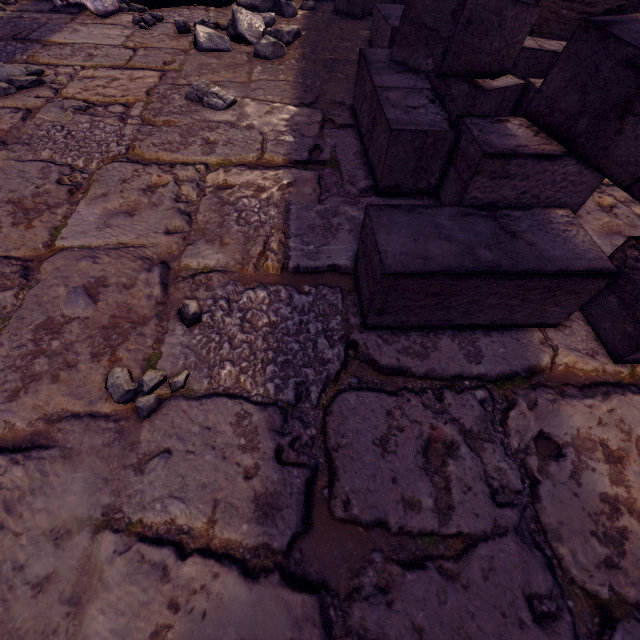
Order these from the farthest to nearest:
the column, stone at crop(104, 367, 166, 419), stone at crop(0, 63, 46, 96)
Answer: the column
stone at crop(0, 63, 46, 96)
stone at crop(104, 367, 166, 419)

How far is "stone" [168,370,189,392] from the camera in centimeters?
91cm

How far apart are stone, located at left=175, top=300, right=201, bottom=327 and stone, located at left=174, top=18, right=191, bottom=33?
3.2m

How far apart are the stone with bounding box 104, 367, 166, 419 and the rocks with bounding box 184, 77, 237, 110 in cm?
177

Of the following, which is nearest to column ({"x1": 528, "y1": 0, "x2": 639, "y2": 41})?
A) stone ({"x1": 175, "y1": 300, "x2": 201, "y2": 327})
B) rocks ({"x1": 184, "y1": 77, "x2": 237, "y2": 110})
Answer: rocks ({"x1": 184, "y1": 77, "x2": 237, "y2": 110})

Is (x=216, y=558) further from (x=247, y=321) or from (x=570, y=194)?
(x=570, y=194)

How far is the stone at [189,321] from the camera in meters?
1.0 m

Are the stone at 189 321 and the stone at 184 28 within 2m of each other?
no
